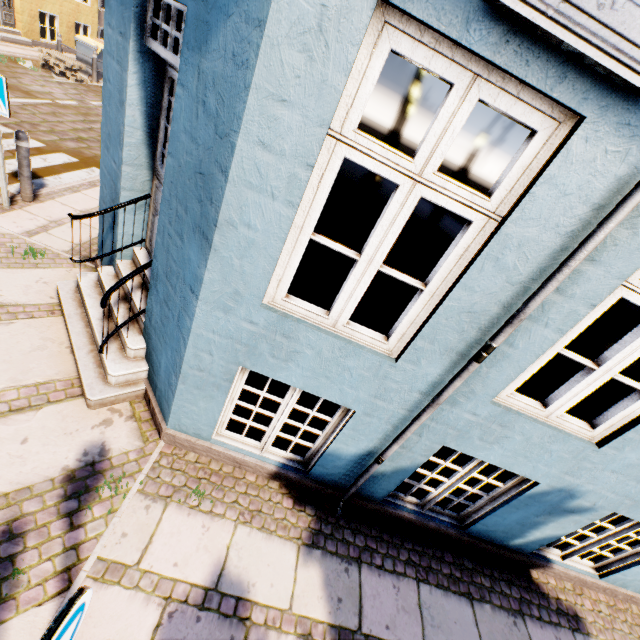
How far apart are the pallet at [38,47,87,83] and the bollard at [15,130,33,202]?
10.5 meters

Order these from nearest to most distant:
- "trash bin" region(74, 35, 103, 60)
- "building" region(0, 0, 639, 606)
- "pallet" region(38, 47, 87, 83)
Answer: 1. "building" region(0, 0, 639, 606)
2. "pallet" region(38, 47, 87, 83)
3. "trash bin" region(74, 35, 103, 60)

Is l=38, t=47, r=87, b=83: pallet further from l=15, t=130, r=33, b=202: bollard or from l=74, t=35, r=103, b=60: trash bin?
l=15, t=130, r=33, b=202: bollard

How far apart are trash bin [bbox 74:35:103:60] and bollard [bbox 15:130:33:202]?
12.15m

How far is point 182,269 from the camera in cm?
255

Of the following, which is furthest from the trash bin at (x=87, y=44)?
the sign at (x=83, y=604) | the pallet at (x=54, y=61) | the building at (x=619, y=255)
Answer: the sign at (x=83, y=604)

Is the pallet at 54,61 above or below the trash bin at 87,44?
below

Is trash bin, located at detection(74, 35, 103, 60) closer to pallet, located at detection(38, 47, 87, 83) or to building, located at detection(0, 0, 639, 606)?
pallet, located at detection(38, 47, 87, 83)
